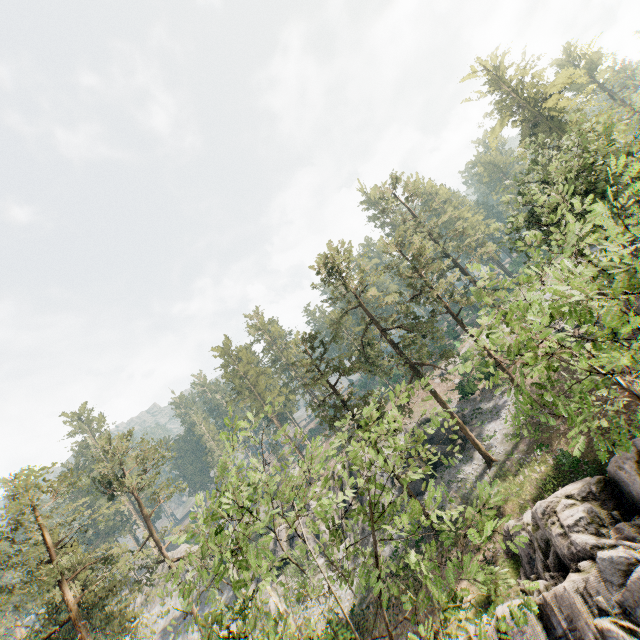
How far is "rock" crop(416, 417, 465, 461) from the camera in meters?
34.2

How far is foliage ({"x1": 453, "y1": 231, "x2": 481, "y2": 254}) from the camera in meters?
41.8

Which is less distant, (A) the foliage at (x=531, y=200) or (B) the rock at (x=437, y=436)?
(A) the foliage at (x=531, y=200)

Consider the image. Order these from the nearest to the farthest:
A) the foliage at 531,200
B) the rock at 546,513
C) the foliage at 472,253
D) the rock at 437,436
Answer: the foliage at 531,200, the rock at 546,513, the rock at 437,436, the foliage at 472,253

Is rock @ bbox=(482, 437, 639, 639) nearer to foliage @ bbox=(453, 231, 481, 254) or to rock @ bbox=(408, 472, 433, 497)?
foliage @ bbox=(453, 231, 481, 254)

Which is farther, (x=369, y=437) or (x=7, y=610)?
(x=7, y=610)
